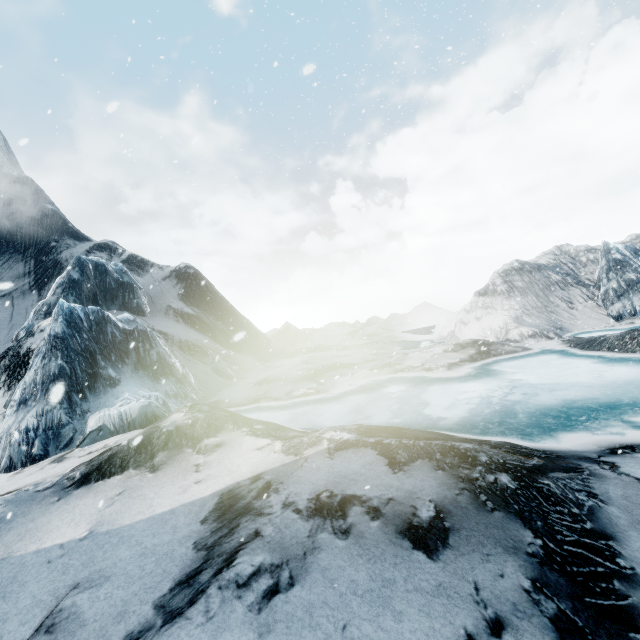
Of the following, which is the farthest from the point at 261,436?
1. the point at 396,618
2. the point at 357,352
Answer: the point at 357,352
